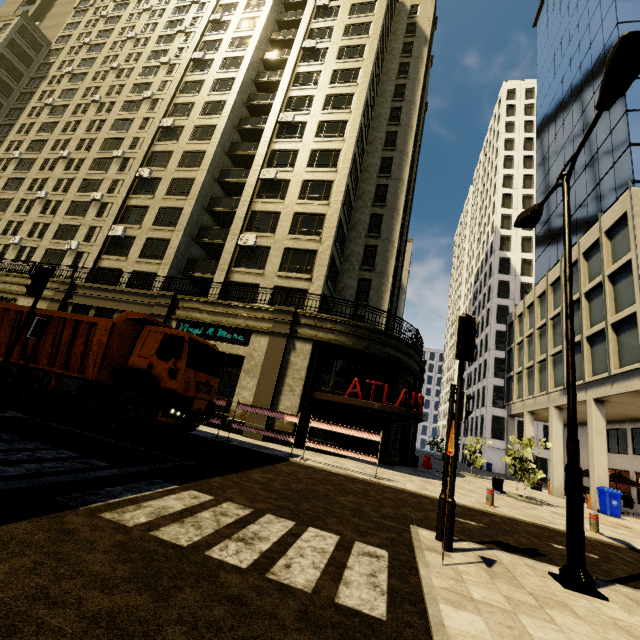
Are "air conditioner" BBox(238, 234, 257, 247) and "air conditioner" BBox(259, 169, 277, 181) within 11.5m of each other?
yes

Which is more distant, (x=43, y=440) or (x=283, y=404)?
(x=283, y=404)

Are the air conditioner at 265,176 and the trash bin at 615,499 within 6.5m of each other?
no

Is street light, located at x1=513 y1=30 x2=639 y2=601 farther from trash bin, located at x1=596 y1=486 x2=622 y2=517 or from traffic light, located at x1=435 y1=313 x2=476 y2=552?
trash bin, located at x1=596 y1=486 x2=622 y2=517

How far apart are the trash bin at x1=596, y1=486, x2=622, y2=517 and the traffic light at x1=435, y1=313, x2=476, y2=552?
17.9 meters

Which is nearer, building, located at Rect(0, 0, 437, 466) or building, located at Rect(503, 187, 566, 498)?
building, located at Rect(0, 0, 437, 466)

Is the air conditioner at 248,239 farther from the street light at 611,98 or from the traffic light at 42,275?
the street light at 611,98

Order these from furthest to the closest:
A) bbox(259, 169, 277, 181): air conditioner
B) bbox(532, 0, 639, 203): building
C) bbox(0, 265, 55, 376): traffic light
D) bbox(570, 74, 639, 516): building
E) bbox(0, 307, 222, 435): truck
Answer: bbox(532, 0, 639, 203): building → bbox(259, 169, 277, 181): air conditioner → bbox(570, 74, 639, 516): building → bbox(0, 307, 222, 435): truck → bbox(0, 265, 55, 376): traffic light
